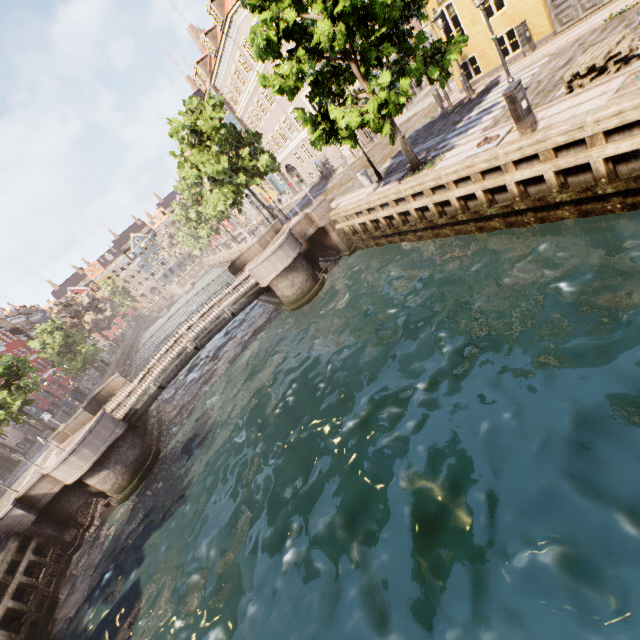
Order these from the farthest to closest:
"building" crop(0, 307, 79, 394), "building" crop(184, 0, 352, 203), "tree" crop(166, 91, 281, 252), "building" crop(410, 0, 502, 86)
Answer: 1. "building" crop(0, 307, 79, 394)
2. "building" crop(184, 0, 352, 203)
3. "tree" crop(166, 91, 281, 252)
4. "building" crop(410, 0, 502, 86)

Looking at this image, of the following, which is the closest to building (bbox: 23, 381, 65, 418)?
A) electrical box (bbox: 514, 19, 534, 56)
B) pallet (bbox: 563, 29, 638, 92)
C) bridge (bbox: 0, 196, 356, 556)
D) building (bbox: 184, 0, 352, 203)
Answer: bridge (bbox: 0, 196, 356, 556)

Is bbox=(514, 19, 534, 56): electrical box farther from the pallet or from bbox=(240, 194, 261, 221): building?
the pallet

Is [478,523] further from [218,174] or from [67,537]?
[218,174]

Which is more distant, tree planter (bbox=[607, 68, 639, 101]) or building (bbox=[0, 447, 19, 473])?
building (bbox=[0, 447, 19, 473])

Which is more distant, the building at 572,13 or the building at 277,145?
the building at 277,145

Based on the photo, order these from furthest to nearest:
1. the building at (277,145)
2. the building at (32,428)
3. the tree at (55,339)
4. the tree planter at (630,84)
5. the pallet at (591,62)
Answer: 1. the tree at (55,339)
2. the building at (32,428)
3. the building at (277,145)
4. the pallet at (591,62)
5. the tree planter at (630,84)

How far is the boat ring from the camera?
9.2m
